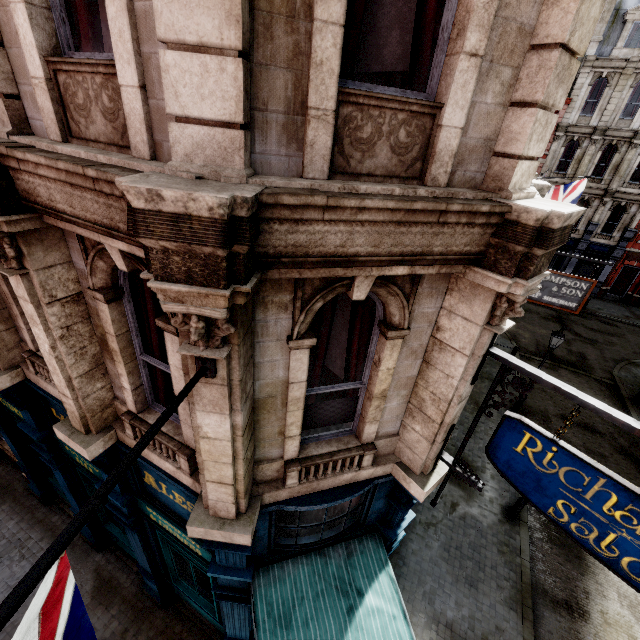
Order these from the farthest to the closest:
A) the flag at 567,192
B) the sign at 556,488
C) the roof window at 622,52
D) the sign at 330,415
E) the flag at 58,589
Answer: the roof window at 622,52, the flag at 567,192, the sign at 330,415, the sign at 556,488, the flag at 58,589

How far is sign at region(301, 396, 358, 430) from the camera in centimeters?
417cm

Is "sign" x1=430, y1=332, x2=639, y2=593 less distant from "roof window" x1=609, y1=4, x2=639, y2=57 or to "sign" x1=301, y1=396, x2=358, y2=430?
"sign" x1=301, y1=396, x2=358, y2=430

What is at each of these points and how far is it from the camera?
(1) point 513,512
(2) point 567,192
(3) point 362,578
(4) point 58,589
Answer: (1) post, 10.49m
(2) flag, 14.21m
(3) awning, 5.23m
(4) flag, 1.31m

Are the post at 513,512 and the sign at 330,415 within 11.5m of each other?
yes

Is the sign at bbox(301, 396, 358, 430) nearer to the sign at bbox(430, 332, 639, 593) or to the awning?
the sign at bbox(430, 332, 639, 593)

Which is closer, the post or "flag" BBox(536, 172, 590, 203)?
the post

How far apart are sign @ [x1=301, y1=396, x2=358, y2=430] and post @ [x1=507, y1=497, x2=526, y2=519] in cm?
927
